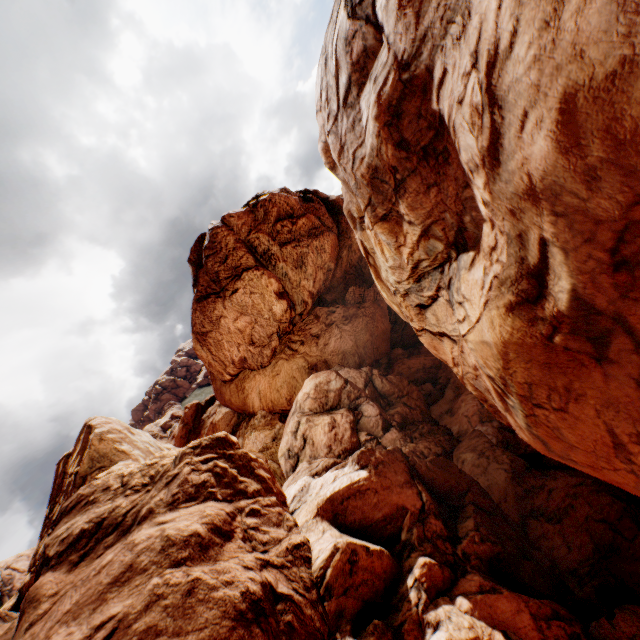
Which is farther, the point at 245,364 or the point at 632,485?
the point at 245,364
